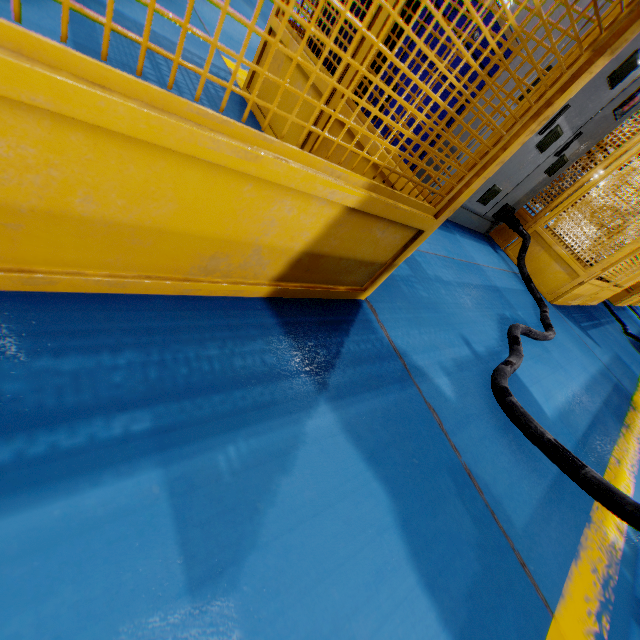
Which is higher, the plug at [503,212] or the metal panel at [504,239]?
the plug at [503,212]

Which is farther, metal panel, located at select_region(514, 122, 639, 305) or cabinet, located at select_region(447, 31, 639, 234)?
metal panel, located at select_region(514, 122, 639, 305)

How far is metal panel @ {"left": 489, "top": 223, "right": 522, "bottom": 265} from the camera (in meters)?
4.65

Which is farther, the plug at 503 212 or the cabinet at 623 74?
the plug at 503 212

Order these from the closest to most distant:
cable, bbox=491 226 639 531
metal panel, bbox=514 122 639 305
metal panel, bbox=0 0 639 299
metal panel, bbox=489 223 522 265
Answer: metal panel, bbox=0 0 639 299 < cable, bbox=491 226 639 531 < metal panel, bbox=514 122 639 305 < metal panel, bbox=489 223 522 265

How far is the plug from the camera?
4.12m

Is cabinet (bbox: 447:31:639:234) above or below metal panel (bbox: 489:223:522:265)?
above

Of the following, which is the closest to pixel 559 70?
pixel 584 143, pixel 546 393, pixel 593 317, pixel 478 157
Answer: pixel 478 157
